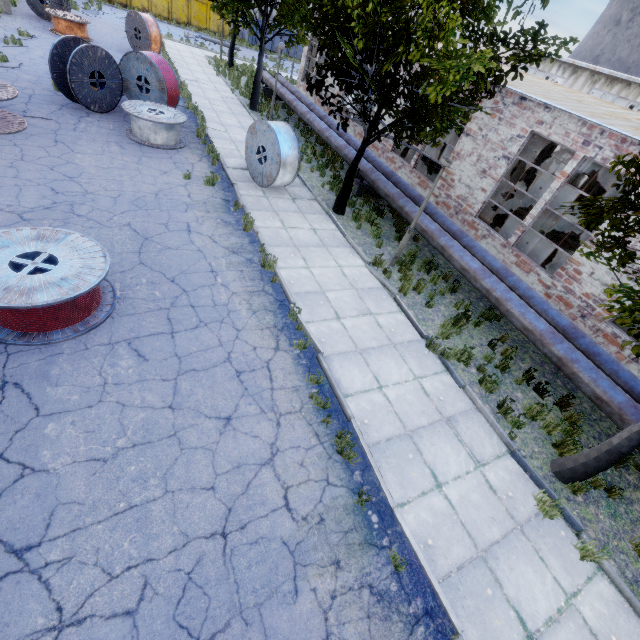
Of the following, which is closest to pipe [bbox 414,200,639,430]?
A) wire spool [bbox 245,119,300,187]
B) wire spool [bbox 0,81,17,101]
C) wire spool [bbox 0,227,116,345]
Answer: wire spool [bbox 245,119,300,187]

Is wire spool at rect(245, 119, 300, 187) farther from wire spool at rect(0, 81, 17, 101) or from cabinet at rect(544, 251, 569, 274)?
cabinet at rect(544, 251, 569, 274)

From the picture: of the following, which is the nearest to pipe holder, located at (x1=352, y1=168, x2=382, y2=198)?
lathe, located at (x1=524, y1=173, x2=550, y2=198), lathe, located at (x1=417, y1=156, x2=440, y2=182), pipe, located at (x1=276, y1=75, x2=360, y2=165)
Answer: pipe, located at (x1=276, y1=75, x2=360, y2=165)

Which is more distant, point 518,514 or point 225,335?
point 225,335

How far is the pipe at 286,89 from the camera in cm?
1416

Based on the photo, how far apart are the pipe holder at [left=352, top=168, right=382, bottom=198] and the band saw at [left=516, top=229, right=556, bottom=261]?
5.3 meters

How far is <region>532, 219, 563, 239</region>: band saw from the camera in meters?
11.3

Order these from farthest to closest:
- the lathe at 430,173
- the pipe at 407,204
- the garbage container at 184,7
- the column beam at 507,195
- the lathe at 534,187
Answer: the garbage container at 184,7, the lathe at 534,187, the lathe at 430,173, the column beam at 507,195, the pipe at 407,204
